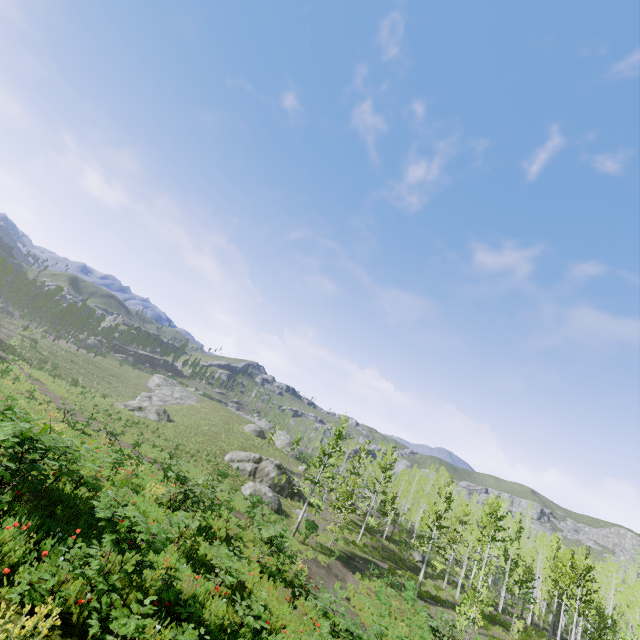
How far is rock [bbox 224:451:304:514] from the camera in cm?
3095

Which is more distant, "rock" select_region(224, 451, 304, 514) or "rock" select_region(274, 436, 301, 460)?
"rock" select_region(274, 436, 301, 460)

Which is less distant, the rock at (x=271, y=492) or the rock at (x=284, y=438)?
the rock at (x=271, y=492)

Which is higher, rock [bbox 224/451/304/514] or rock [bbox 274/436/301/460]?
rock [bbox 274/436/301/460]

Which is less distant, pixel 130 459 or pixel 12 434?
pixel 12 434

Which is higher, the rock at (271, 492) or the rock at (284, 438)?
the rock at (284, 438)

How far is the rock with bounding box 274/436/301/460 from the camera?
56.0 meters
